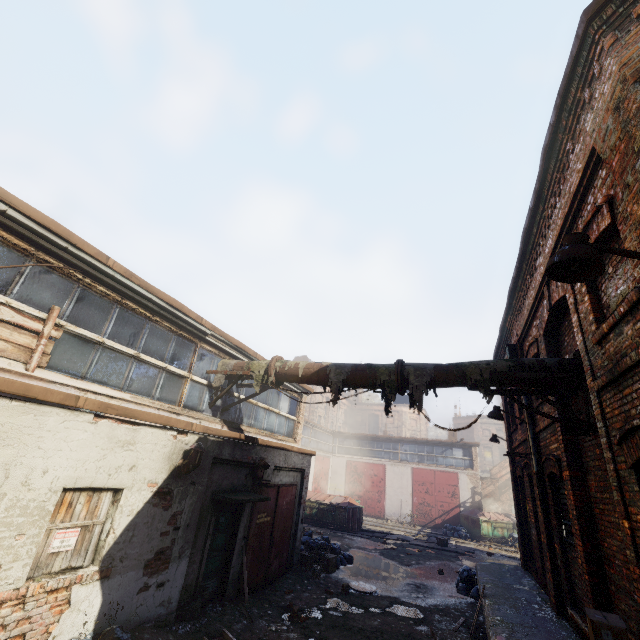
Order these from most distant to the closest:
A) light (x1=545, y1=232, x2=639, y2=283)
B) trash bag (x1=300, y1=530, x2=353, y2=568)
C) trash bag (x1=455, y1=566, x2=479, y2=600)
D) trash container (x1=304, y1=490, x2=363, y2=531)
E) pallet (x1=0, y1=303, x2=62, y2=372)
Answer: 1. trash container (x1=304, y1=490, x2=363, y2=531)
2. trash bag (x1=300, y1=530, x2=353, y2=568)
3. trash bag (x1=455, y1=566, x2=479, y2=600)
4. pallet (x1=0, y1=303, x2=62, y2=372)
5. light (x1=545, y1=232, x2=639, y2=283)

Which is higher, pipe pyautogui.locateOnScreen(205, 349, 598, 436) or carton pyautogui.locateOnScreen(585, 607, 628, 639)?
pipe pyautogui.locateOnScreen(205, 349, 598, 436)

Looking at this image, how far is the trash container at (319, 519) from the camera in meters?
19.6 m

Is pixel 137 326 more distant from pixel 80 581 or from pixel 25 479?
pixel 80 581

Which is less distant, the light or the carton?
the light

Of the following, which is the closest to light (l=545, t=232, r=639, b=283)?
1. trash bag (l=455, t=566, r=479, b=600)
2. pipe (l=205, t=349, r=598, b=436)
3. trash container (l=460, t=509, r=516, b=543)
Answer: pipe (l=205, t=349, r=598, b=436)

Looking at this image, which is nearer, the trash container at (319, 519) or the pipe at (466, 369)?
the pipe at (466, 369)

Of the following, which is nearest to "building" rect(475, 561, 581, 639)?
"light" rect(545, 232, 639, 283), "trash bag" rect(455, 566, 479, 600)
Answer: "trash bag" rect(455, 566, 479, 600)
